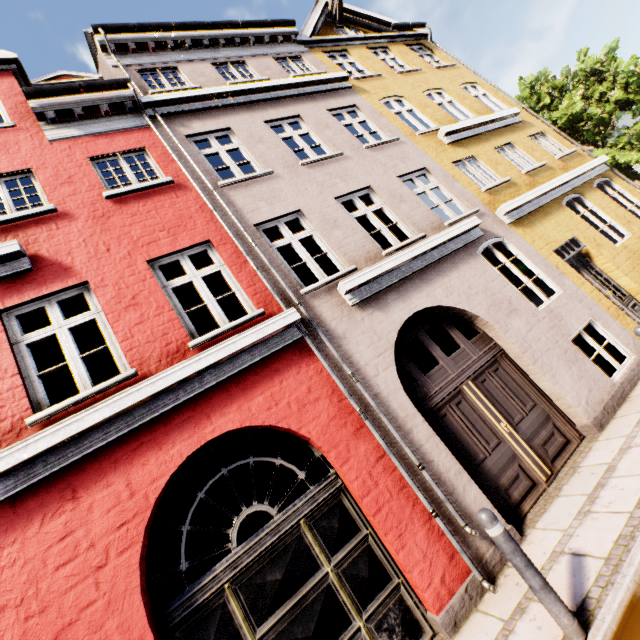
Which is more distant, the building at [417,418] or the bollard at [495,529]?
the building at [417,418]

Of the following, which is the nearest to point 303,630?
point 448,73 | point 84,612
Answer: point 84,612

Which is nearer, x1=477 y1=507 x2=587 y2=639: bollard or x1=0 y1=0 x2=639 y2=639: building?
x1=477 y1=507 x2=587 y2=639: bollard
